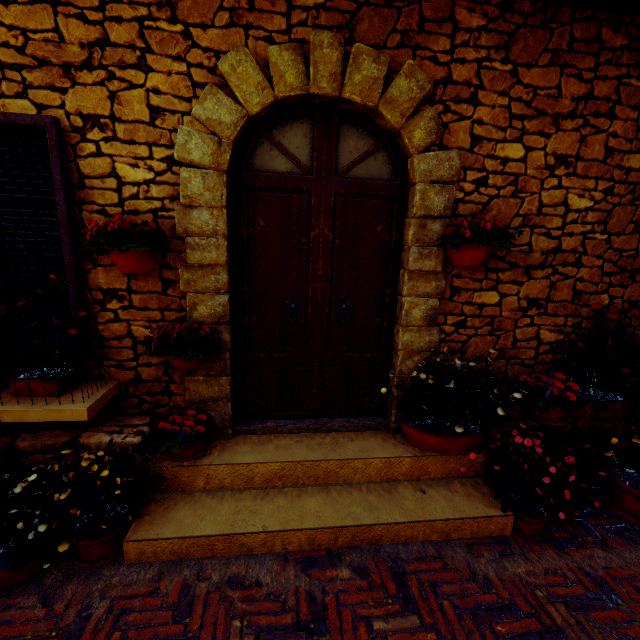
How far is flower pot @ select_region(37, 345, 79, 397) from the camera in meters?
2.3

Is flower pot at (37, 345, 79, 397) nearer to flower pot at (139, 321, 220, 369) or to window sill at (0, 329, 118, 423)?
window sill at (0, 329, 118, 423)

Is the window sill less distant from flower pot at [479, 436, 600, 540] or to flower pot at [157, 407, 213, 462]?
flower pot at [157, 407, 213, 462]

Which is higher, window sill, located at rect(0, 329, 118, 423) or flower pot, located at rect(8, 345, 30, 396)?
flower pot, located at rect(8, 345, 30, 396)

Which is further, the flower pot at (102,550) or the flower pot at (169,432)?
the flower pot at (169,432)

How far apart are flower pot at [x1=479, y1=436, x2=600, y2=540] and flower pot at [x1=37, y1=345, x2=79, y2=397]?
3.8m

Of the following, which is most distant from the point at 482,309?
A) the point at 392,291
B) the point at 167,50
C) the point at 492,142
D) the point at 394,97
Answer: the point at 167,50

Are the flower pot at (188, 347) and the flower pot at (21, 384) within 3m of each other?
Result: yes
